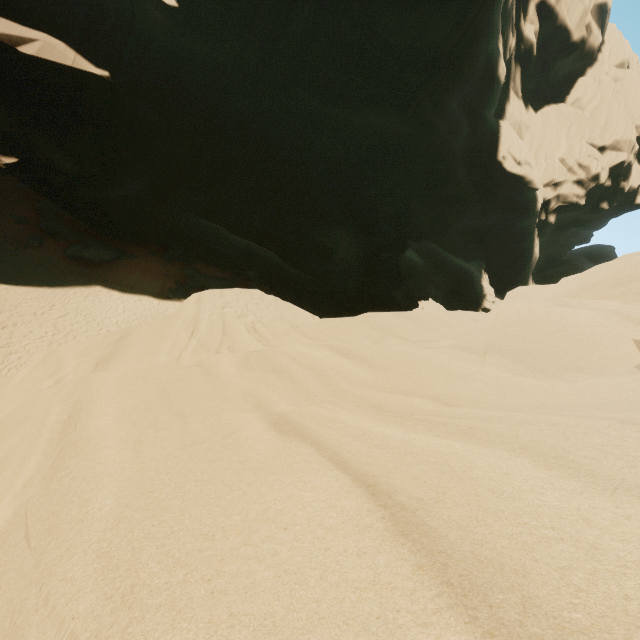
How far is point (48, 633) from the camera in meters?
1.8
